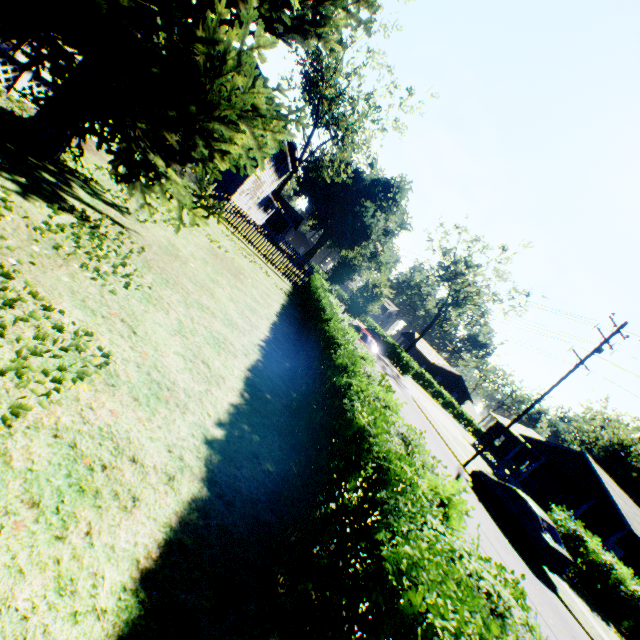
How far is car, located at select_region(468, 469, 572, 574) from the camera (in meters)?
12.43

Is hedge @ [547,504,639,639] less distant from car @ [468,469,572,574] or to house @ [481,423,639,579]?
house @ [481,423,639,579]

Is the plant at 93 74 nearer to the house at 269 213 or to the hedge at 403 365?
the house at 269 213

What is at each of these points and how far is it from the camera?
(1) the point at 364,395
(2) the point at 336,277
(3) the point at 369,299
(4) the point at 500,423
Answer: (1) hedge, 4.7 meters
(2) plant, 39.4 meters
(3) plant, 21.3 meters
(4) house, 40.8 meters

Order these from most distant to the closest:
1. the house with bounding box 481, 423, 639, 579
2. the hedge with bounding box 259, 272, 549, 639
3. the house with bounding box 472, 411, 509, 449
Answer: the house with bounding box 472, 411, 509, 449
the house with bounding box 481, 423, 639, 579
the hedge with bounding box 259, 272, 549, 639

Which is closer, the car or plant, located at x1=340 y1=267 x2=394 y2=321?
the car

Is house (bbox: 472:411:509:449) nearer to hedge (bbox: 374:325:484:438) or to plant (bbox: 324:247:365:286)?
hedge (bbox: 374:325:484:438)

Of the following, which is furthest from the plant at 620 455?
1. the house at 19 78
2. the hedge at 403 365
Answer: the hedge at 403 365
